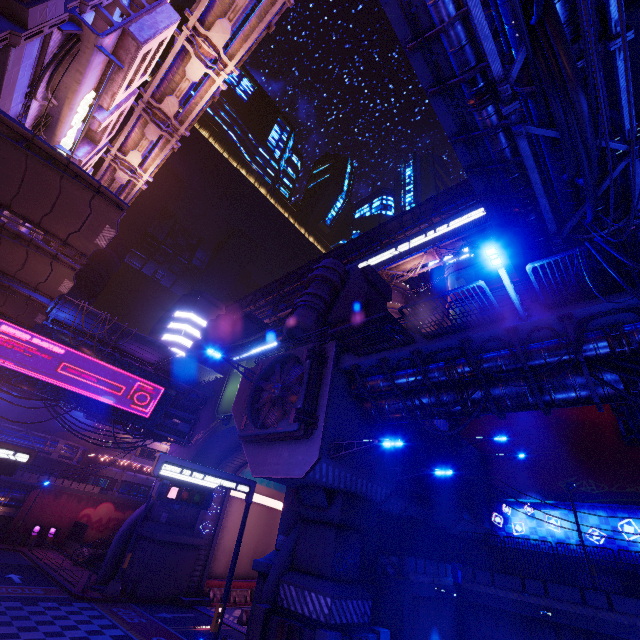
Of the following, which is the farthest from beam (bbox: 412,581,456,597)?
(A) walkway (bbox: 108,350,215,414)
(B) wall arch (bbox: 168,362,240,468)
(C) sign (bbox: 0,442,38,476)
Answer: (C) sign (bbox: 0,442,38,476)

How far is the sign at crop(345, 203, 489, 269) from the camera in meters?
40.5

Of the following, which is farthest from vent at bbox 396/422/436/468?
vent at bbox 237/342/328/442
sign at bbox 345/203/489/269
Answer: sign at bbox 345/203/489/269

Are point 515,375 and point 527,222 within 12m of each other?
yes

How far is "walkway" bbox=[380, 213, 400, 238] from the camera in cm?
4834

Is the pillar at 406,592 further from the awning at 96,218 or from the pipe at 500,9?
the awning at 96,218

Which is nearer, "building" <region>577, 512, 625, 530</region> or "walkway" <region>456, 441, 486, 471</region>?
"building" <region>577, 512, 625, 530</region>

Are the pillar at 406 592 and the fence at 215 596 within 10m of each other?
no
